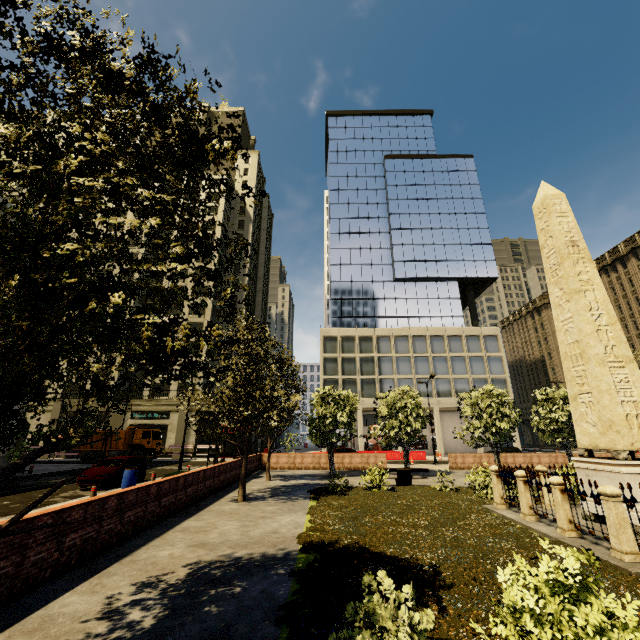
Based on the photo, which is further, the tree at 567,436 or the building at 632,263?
the building at 632,263

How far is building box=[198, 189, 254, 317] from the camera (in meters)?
53.19

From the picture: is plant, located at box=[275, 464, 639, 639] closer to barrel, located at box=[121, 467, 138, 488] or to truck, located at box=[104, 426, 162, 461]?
barrel, located at box=[121, 467, 138, 488]

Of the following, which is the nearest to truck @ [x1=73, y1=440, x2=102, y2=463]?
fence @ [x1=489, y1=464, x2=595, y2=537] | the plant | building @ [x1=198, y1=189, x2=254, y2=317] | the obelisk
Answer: building @ [x1=198, y1=189, x2=254, y2=317]

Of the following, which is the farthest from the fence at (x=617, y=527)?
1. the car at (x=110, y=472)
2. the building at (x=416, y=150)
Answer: the building at (x=416, y=150)

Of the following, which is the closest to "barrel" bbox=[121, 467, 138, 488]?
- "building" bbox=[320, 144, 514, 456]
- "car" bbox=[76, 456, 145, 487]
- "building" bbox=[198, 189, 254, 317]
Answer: "car" bbox=[76, 456, 145, 487]

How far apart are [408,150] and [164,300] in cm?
6699

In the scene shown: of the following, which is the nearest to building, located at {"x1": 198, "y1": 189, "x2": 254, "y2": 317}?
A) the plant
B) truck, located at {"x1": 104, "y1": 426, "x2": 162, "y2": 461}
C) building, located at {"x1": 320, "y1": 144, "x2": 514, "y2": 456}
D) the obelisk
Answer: truck, located at {"x1": 104, "y1": 426, "x2": 162, "y2": 461}
